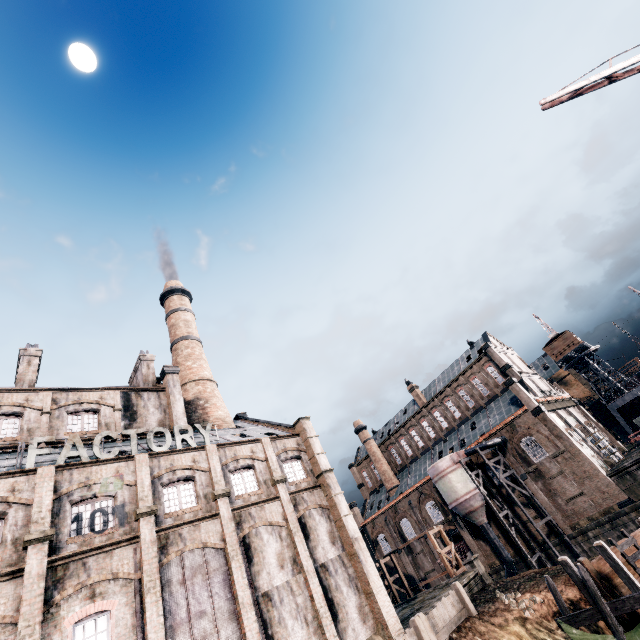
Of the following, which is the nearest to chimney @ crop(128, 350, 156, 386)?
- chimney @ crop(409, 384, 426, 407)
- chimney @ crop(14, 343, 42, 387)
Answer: chimney @ crop(14, 343, 42, 387)

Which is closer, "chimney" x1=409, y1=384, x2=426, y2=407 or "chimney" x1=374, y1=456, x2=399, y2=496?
"chimney" x1=374, y1=456, x2=399, y2=496

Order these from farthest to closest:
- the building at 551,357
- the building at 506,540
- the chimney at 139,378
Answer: the building at 551,357
the building at 506,540
the chimney at 139,378

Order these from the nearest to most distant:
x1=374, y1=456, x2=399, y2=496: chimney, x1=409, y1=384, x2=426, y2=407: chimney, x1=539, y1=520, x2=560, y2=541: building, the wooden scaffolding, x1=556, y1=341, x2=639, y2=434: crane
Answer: the wooden scaffolding, x1=539, y1=520, x2=560, y2=541: building, x1=556, y1=341, x2=639, y2=434: crane, x1=374, y1=456, x2=399, y2=496: chimney, x1=409, y1=384, x2=426, y2=407: chimney

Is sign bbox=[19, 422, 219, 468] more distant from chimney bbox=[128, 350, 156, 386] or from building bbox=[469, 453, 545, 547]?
building bbox=[469, 453, 545, 547]

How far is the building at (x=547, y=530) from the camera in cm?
3700

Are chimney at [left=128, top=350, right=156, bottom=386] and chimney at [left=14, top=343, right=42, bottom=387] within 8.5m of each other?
yes

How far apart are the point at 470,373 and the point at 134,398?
47.0m
